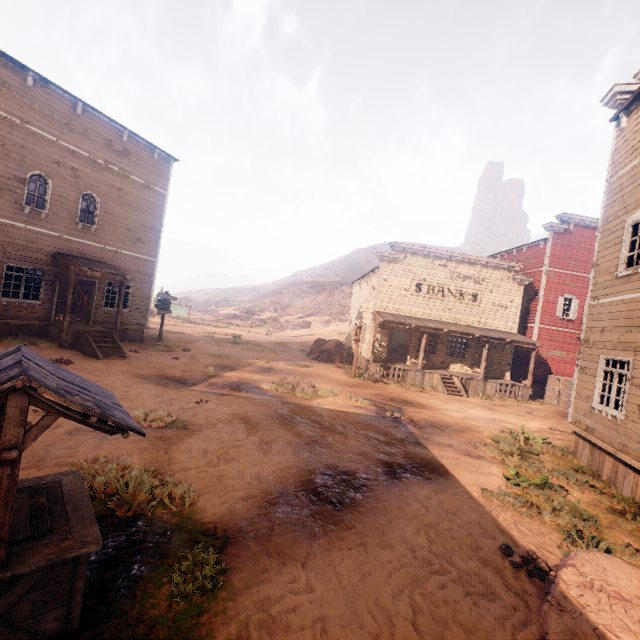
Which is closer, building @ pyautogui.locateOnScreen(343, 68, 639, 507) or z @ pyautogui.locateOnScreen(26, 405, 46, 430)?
z @ pyautogui.locateOnScreen(26, 405, 46, 430)

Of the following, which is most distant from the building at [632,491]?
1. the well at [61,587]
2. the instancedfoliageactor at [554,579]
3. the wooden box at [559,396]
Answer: the well at [61,587]

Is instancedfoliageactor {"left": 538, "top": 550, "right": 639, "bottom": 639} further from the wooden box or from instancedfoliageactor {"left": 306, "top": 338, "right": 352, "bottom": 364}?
instancedfoliageactor {"left": 306, "top": 338, "right": 352, "bottom": 364}

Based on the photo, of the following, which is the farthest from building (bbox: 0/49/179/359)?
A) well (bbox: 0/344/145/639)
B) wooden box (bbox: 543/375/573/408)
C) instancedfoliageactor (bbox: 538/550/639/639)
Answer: well (bbox: 0/344/145/639)

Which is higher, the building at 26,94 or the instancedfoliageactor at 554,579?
the building at 26,94

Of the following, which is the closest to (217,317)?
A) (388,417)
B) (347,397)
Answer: (347,397)

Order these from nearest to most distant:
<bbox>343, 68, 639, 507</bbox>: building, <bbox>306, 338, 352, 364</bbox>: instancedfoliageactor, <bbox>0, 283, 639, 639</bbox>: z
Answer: <bbox>0, 283, 639, 639</bbox>: z, <bbox>343, 68, 639, 507</bbox>: building, <bbox>306, 338, 352, 364</bbox>: instancedfoliageactor

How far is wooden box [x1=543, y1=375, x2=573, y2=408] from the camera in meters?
19.9
